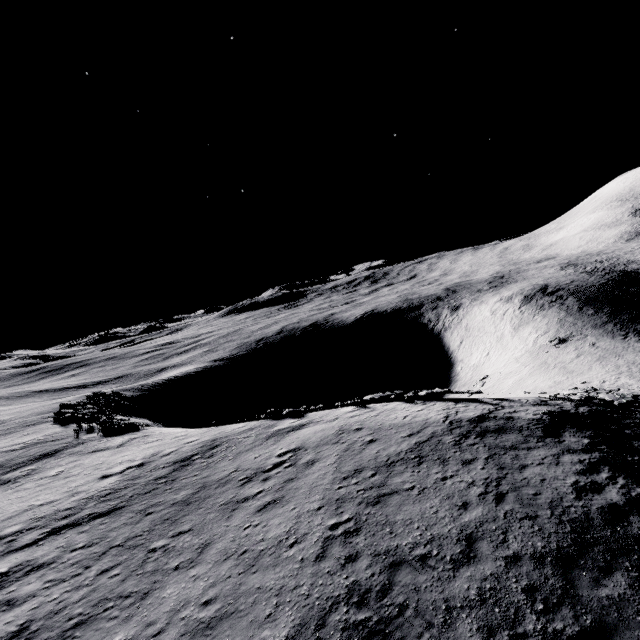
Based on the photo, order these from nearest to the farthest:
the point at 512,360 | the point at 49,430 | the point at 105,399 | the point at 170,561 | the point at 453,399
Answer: the point at 170,561
the point at 453,399
the point at 49,430
the point at 105,399
the point at 512,360
